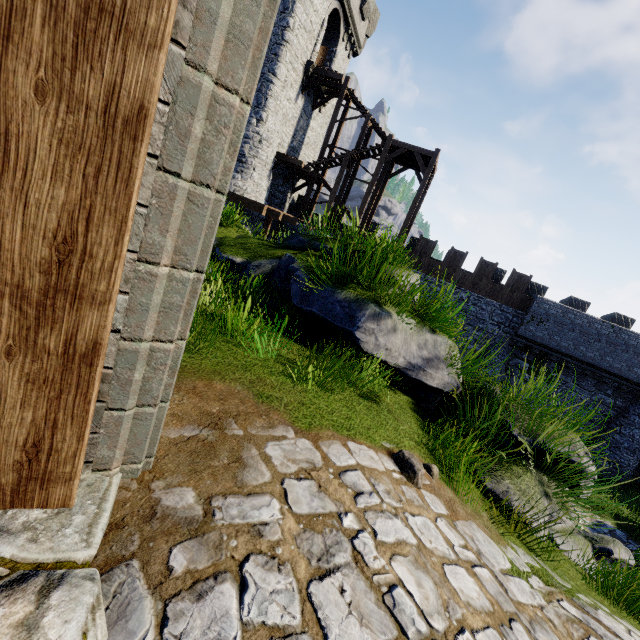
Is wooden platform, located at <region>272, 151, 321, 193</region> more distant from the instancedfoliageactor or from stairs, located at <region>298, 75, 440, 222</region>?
the instancedfoliageactor

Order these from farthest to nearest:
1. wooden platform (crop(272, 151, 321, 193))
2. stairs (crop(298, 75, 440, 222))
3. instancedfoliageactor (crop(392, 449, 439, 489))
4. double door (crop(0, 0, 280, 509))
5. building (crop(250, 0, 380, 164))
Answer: wooden platform (crop(272, 151, 321, 193)), stairs (crop(298, 75, 440, 222)), building (crop(250, 0, 380, 164)), instancedfoliageactor (crop(392, 449, 439, 489)), double door (crop(0, 0, 280, 509))

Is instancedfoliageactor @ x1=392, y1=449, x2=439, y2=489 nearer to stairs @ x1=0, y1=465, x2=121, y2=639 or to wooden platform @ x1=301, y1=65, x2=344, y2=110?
stairs @ x1=0, y1=465, x2=121, y2=639

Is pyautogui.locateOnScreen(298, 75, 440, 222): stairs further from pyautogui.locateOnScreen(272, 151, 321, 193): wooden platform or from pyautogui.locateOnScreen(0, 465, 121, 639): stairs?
pyautogui.locateOnScreen(0, 465, 121, 639): stairs

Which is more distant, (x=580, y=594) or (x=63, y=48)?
(x=580, y=594)

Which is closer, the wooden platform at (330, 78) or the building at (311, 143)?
the building at (311, 143)

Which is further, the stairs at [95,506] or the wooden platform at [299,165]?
the wooden platform at [299,165]

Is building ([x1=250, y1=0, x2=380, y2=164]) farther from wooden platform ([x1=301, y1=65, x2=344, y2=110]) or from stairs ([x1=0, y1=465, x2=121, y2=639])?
stairs ([x1=0, y1=465, x2=121, y2=639])
